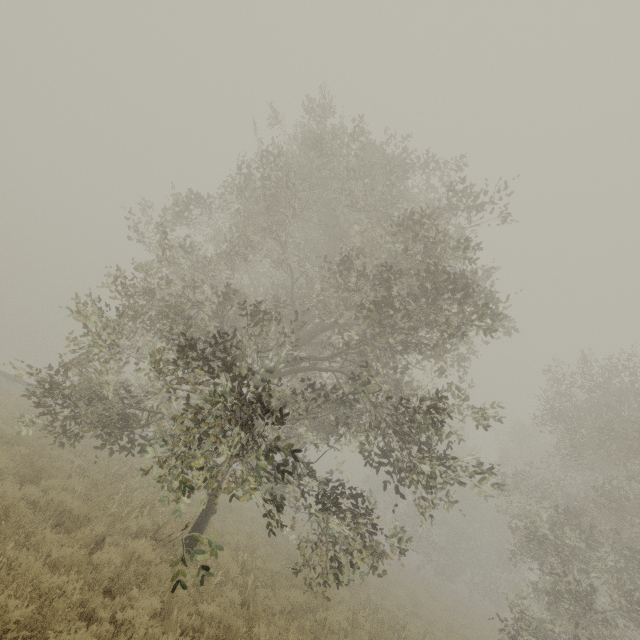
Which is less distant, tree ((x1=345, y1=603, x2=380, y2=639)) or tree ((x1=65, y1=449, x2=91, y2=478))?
tree ((x1=345, y1=603, x2=380, y2=639))

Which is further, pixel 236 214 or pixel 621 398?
pixel 621 398

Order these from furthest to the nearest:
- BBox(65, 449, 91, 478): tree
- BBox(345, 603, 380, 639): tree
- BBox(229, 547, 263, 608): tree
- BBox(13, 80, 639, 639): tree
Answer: BBox(65, 449, 91, 478): tree → BBox(345, 603, 380, 639): tree → BBox(229, 547, 263, 608): tree → BBox(13, 80, 639, 639): tree

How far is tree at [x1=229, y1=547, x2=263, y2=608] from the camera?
8.1 meters

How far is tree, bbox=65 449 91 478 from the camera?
10.2m

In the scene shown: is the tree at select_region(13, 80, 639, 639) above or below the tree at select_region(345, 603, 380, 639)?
above

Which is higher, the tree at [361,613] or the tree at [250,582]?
the tree at [361,613]

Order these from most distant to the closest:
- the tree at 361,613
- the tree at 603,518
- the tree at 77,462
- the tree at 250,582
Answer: the tree at 77,462, the tree at 361,613, the tree at 250,582, the tree at 603,518
